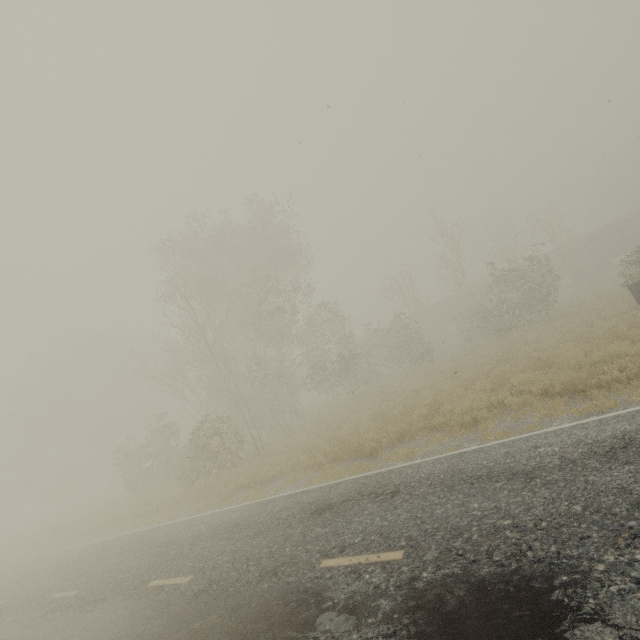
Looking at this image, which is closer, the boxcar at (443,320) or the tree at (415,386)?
the tree at (415,386)

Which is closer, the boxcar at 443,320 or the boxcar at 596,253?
the boxcar at 596,253

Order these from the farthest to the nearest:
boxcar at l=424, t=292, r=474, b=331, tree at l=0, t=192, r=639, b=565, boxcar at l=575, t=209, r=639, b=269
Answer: boxcar at l=424, t=292, r=474, b=331 → boxcar at l=575, t=209, r=639, b=269 → tree at l=0, t=192, r=639, b=565

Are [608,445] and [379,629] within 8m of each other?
yes

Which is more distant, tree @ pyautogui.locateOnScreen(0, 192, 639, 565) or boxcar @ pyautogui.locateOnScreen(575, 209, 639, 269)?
boxcar @ pyautogui.locateOnScreen(575, 209, 639, 269)

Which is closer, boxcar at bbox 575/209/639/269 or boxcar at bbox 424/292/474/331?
boxcar at bbox 575/209/639/269

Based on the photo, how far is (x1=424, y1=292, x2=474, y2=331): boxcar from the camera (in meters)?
42.37
